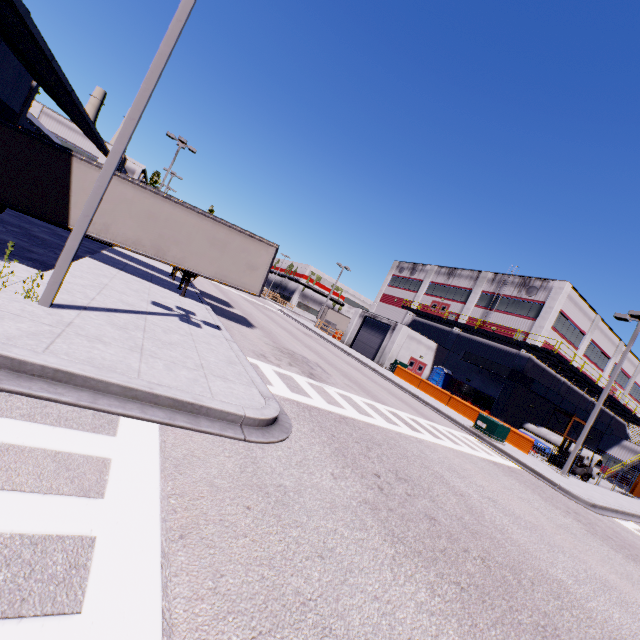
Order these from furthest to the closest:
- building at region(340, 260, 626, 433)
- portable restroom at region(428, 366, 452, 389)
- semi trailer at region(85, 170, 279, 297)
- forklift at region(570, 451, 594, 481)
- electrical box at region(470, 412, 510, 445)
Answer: portable restroom at region(428, 366, 452, 389), building at region(340, 260, 626, 433), forklift at region(570, 451, 594, 481), electrical box at region(470, 412, 510, 445), semi trailer at region(85, 170, 279, 297)

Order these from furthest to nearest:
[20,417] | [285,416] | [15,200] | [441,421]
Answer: [441,421], [15,200], [285,416], [20,417]

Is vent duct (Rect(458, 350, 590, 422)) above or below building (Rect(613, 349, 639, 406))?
below

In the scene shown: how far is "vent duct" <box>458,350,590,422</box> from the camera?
29.03m

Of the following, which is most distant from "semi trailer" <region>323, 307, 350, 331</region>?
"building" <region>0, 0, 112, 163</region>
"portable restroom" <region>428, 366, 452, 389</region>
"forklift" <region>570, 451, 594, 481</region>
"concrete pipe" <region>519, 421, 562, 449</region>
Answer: "concrete pipe" <region>519, 421, 562, 449</region>

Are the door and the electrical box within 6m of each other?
no

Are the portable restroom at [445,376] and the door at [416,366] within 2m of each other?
yes

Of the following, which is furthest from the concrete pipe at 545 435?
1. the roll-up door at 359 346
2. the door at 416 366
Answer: the roll-up door at 359 346
